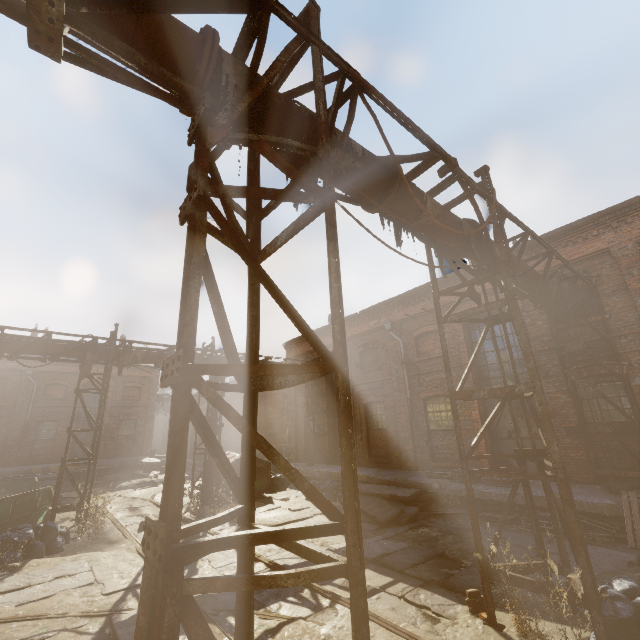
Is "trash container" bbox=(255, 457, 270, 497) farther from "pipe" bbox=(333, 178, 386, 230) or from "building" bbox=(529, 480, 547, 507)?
"building" bbox=(529, 480, 547, 507)

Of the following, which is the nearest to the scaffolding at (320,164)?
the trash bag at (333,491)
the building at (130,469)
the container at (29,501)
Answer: the trash bag at (333,491)

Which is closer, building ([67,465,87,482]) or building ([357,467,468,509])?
building ([357,467,468,509])

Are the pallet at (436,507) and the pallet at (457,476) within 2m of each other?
yes

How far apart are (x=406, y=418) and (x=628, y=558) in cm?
797

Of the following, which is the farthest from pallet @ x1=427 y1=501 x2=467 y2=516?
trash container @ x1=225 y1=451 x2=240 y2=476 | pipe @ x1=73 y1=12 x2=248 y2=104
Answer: trash container @ x1=225 y1=451 x2=240 y2=476

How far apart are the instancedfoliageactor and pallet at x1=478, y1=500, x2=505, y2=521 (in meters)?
4.30

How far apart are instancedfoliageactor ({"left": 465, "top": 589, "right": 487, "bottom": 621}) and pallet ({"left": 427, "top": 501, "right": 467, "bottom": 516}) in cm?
548
